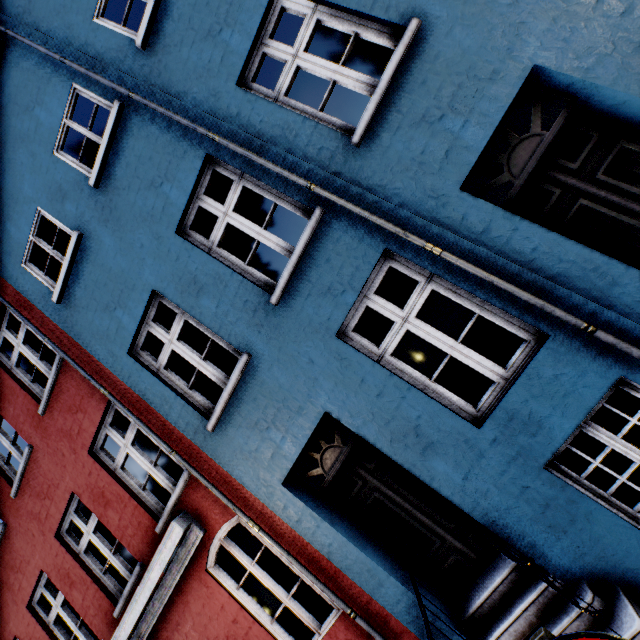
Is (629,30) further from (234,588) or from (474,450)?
(234,588)
